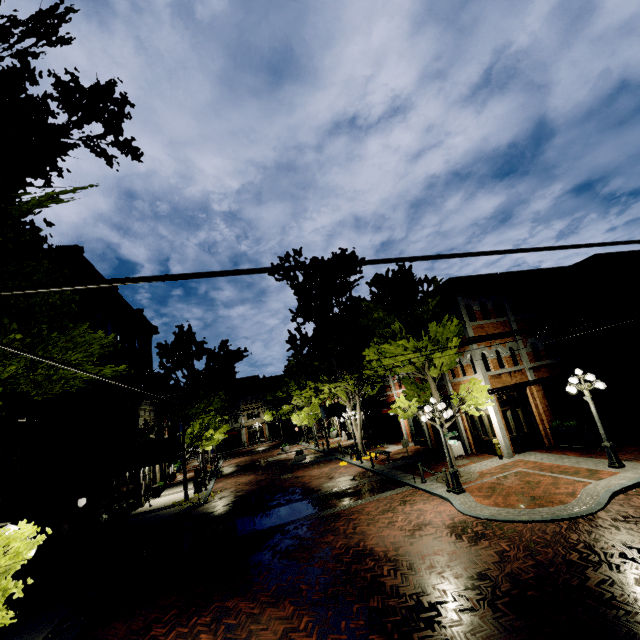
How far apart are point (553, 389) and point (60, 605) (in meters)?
23.14

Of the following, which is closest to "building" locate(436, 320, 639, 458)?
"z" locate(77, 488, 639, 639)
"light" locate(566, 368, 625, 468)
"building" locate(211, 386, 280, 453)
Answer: "z" locate(77, 488, 639, 639)

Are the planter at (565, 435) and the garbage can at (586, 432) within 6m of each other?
yes

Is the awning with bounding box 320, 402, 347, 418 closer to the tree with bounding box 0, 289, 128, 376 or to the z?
the tree with bounding box 0, 289, 128, 376

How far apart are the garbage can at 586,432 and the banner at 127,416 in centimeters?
2424cm

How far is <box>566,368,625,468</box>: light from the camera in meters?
11.8

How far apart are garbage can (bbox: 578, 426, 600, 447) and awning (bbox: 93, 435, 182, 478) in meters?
20.3

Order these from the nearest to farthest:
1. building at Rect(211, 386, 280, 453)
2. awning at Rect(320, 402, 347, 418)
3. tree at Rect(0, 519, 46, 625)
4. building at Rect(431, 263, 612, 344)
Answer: tree at Rect(0, 519, 46, 625) → building at Rect(431, 263, 612, 344) → awning at Rect(320, 402, 347, 418) → building at Rect(211, 386, 280, 453)
